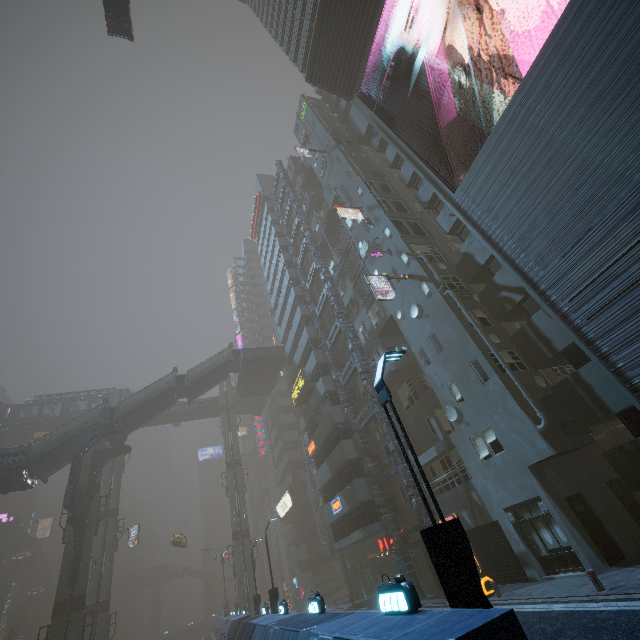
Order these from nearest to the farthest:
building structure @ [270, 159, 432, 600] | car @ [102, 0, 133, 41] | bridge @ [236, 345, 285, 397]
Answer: building structure @ [270, 159, 432, 600] < car @ [102, 0, 133, 41] < bridge @ [236, 345, 285, 397]

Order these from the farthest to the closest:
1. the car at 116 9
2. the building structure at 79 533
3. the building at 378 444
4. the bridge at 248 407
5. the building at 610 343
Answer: the bridge at 248 407 < the building structure at 79 533 < the building at 378 444 < the car at 116 9 < the building at 610 343

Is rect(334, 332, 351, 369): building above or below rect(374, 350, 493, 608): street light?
above

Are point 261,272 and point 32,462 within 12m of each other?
no

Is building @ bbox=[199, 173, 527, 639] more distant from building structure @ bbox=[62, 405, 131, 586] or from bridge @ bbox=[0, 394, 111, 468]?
building structure @ bbox=[62, 405, 131, 586]

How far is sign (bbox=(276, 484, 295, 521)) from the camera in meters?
46.1

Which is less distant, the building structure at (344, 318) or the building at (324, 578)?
the building at (324, 578)

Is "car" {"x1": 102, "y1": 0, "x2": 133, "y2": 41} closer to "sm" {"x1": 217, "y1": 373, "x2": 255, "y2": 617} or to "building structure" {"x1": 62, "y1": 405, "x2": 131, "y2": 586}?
"sm" {"x1": 217, "y1": 373, "x2": 255, "y2": 617}
